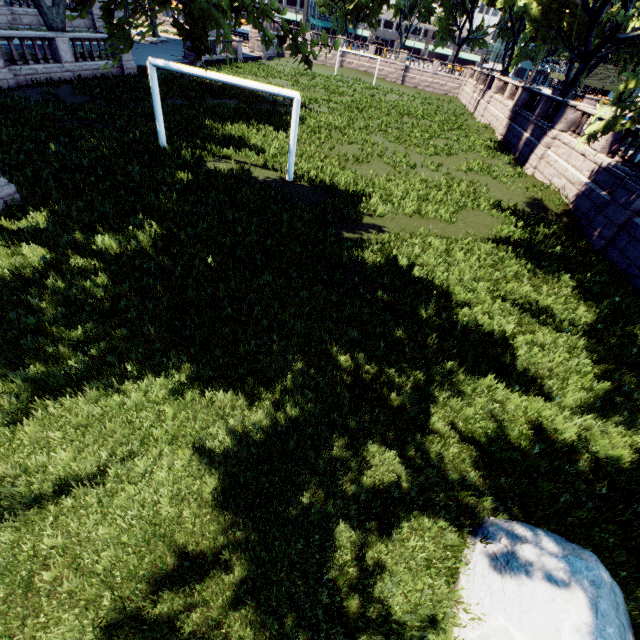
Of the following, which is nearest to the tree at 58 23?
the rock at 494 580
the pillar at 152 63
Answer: the pillar at 152 63

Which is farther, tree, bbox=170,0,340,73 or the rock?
tree, bbox=170,0,340,73

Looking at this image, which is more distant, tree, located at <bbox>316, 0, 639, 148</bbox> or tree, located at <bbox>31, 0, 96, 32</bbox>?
tree, located at <bbox>316, 0, 639, 148</bbox>

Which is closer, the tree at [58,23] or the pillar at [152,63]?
the tree at [58,23]

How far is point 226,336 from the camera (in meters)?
6.45

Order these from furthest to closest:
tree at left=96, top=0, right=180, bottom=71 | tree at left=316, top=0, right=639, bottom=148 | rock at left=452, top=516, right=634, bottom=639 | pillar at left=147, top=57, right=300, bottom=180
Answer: pillar at left=147, top=57, right=300, bottom=180, tree at left=316, top=0, right=639, bottom=148, tree at left=96, top=0, right=180, bottom=71, rock at left=452, top=516, right=634, bottom=639

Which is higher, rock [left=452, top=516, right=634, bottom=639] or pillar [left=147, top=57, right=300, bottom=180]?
pillar [left=147, top=57, right=300, bottom=180]
